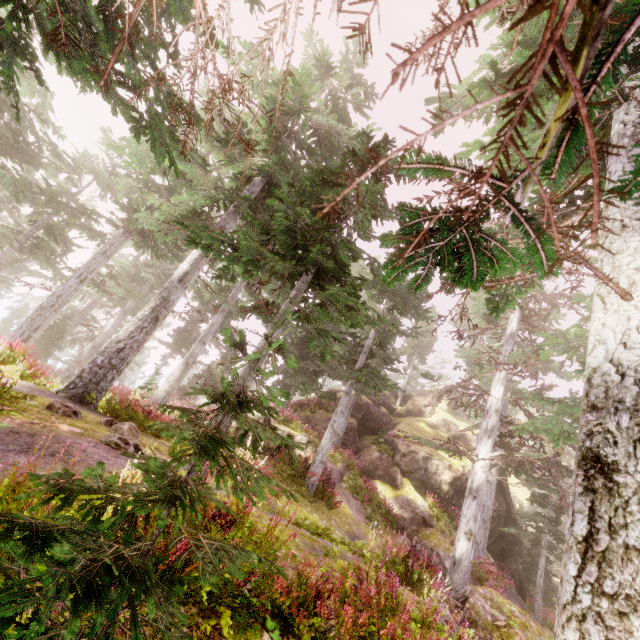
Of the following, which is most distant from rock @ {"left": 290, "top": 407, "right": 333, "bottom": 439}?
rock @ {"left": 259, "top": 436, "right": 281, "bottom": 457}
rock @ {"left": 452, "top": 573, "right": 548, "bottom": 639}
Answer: rock @ {"left": 452, "top": 573, "right": 548, "bottom": 639}

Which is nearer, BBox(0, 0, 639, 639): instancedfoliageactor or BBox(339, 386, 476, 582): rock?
BBox(0, 0, 639, 639): instancedfoliageactor

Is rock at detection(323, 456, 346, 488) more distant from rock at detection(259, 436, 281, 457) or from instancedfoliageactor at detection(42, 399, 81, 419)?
rock at detection(259, 436, 281, 457)

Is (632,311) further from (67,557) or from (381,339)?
(381,339)

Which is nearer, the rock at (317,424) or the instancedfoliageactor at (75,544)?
the instancedfoliageactor at (75,544)

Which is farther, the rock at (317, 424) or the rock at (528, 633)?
the rock at (317, 424)

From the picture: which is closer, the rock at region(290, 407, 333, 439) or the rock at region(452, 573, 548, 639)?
the rock at region(452, 573, 548, 639)

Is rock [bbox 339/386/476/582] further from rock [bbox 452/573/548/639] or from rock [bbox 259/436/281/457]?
rock [bbox 452/573/548/639]
